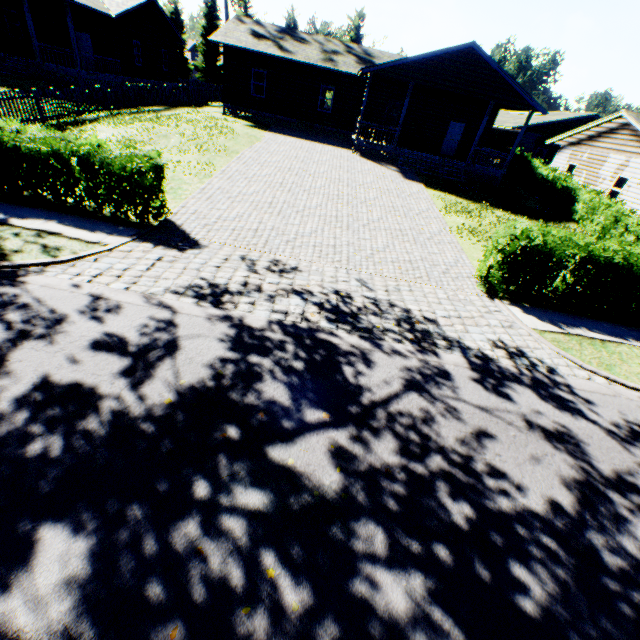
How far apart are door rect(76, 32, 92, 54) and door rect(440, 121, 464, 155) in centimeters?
2737cm

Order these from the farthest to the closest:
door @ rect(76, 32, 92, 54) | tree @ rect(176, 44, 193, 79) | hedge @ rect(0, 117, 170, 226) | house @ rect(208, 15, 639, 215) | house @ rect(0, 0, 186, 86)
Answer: tree @ rect(176, 44, 193, 79) < door @ rect(76, 32, 92, 54) < house @ rect(0, 0, 186, 86) < house @ rect(208, 15, 639, 215) < hedge @ rect(0, 117, 170, 226)

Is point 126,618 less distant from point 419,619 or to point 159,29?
point 419,619

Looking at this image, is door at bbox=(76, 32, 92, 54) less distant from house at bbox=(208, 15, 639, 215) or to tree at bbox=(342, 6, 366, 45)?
house at bbox=(208, 15, 639, 215)

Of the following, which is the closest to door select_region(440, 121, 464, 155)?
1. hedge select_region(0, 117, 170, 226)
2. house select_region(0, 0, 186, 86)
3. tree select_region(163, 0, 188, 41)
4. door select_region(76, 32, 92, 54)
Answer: house select_region(0, 0, 186, 86)

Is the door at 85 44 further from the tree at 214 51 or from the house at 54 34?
the tree at 214 51

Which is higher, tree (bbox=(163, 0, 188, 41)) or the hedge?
tree (bbox=(163, 0, 188, 41))

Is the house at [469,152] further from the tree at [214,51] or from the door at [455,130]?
the tree at [214,51]
